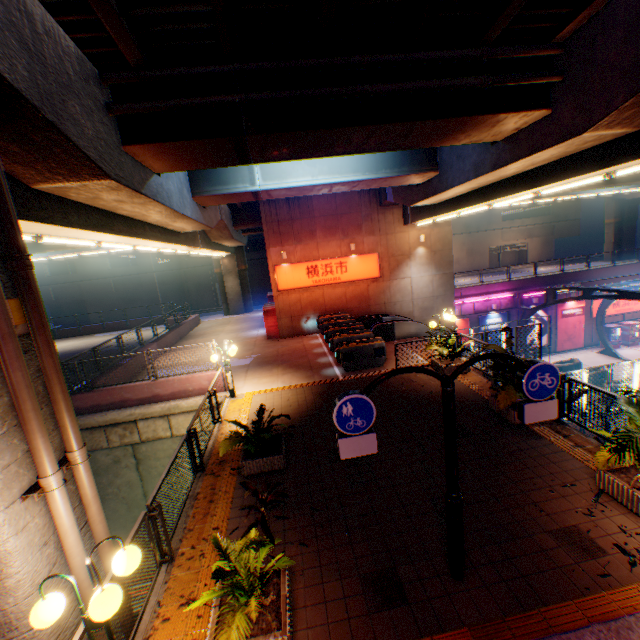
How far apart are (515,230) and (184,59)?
53.5m

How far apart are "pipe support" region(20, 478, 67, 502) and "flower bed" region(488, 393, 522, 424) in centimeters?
923cm

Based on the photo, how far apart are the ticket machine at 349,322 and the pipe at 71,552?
11.7m

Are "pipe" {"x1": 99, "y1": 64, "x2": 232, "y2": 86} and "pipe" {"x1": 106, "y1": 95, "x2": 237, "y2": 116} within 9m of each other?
yes

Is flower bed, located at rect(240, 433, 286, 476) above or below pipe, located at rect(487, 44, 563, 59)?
below

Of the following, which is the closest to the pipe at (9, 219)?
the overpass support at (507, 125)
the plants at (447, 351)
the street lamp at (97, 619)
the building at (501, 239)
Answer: the overpass support at (507, 125)

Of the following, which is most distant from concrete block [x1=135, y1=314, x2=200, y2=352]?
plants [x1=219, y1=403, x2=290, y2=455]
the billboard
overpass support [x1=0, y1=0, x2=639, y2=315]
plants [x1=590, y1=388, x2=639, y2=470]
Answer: the billboard

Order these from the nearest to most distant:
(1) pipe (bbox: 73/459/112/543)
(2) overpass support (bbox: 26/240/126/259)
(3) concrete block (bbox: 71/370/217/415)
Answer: (1) pipe (bbox: 73/459/112/543) < (3) concrete block (bbox: 71/370/217/415) < (2) overpass support (bbox: 26/240/126/259)
